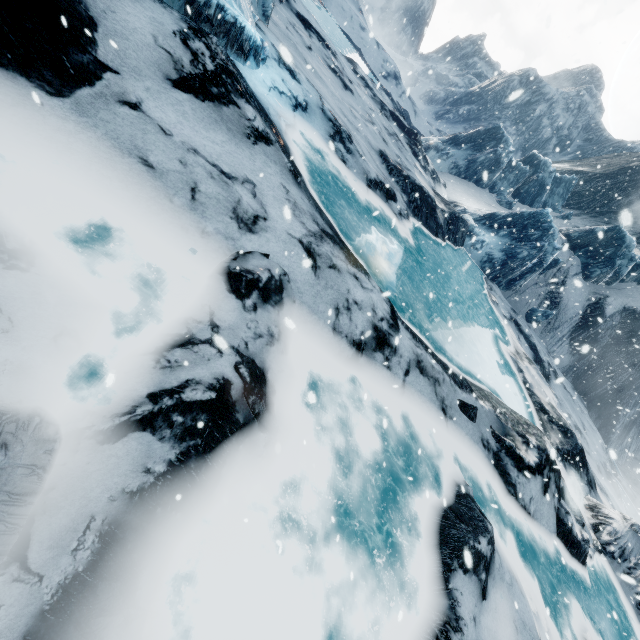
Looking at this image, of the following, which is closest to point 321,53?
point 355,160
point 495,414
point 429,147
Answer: point 355,160
